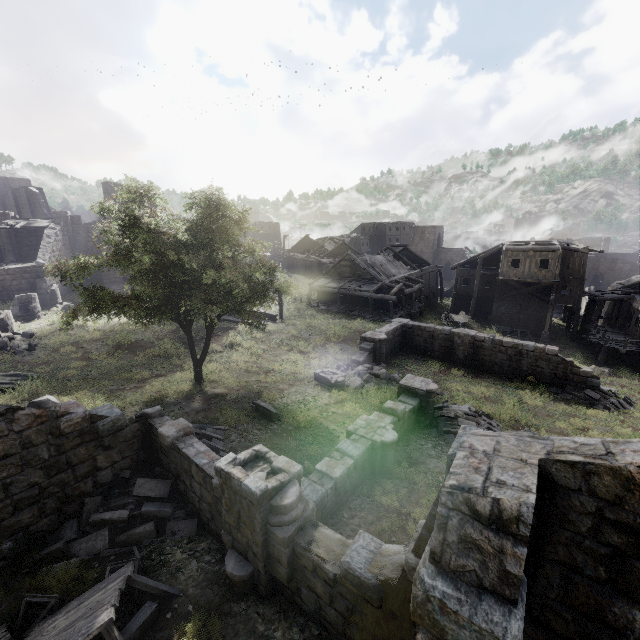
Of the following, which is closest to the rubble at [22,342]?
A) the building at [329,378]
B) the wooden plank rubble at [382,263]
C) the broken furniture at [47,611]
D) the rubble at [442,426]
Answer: the building at [329,378]

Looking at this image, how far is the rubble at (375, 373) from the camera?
17.9m

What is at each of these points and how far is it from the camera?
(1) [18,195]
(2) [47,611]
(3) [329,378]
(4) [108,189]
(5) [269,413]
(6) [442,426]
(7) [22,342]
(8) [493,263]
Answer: (1) building, 41.8 meters
(2) broken furniture, 6.3 meters
(3) building, 17.7 meters
(4) building, 38.6 meters
(5) building, 13.9 meters
(6) rubble, 14.4 meters
(7) rubble, 19.0 meters
(8) building, 40.7 meters

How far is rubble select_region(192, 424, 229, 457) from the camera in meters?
11.3

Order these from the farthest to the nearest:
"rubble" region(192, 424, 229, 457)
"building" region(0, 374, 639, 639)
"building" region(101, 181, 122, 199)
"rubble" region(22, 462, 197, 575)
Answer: "building" region(101, 181, 122, 199) < "rubble" region(192, 424, 229, 457) < "rubble" region(22, 462, 197, 575) < "building" region(0, 374, 639, 639)

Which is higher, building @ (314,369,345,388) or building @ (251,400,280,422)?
building @ (251,400,280,422)

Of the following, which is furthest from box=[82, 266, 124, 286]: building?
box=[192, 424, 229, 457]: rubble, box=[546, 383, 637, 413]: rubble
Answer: box=[192, 424, 229, 457]: rubble

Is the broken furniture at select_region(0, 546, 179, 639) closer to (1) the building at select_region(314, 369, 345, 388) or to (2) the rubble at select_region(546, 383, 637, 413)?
(1) the building at select_region(314, 369, 345, 388)
